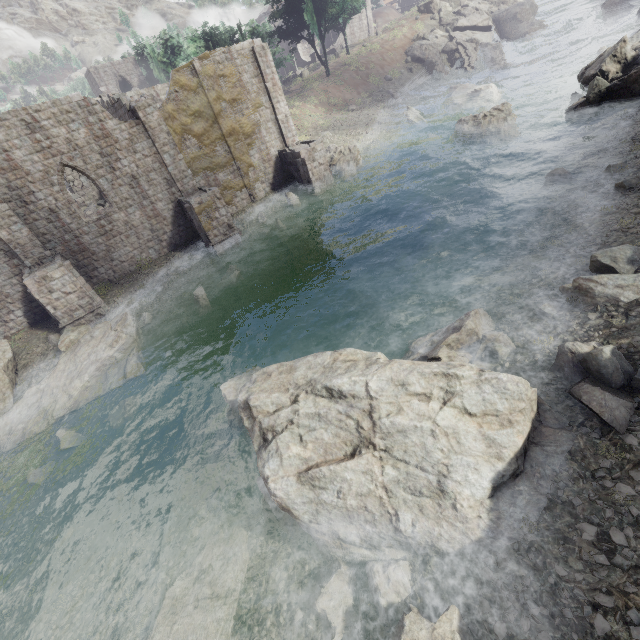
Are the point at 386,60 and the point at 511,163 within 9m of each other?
no

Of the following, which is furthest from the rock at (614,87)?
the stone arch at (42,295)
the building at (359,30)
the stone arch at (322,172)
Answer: the stone arch at (42,295)

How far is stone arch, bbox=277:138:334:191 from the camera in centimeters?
2425cm

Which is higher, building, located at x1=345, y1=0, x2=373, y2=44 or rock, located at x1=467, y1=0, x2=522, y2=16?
building, located at x1=345, y1=0, x2=373, y2=44

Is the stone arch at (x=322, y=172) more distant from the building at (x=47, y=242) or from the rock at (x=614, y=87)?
the rock at (x=614, y=87)

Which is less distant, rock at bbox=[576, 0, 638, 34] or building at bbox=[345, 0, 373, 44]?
rock at bbox=[576, 0, 638, 34]

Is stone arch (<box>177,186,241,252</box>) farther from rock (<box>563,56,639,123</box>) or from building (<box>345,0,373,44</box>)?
building (<box>345,0,373,44</box>)

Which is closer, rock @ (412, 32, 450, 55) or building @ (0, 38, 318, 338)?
building @ (0, 38, 318, 338)
